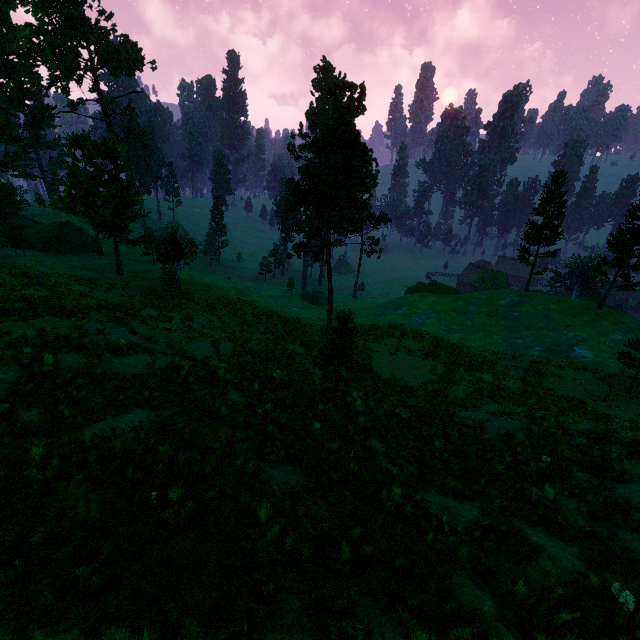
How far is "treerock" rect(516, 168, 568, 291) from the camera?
42.2m

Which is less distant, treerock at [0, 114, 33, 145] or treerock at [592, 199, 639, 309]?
treerock at [592, 199, 639, 309]

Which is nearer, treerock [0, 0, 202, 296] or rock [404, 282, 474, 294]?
treerock [0, 0, 202, 296]

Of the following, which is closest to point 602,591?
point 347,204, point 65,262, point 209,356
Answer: point 209,356

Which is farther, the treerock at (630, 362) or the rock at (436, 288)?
the rock at (436, 288)

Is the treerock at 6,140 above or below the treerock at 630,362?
above

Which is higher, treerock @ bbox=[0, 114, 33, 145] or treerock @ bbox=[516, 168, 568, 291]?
treerock @ bbox=[0, 114, 33, 145]
